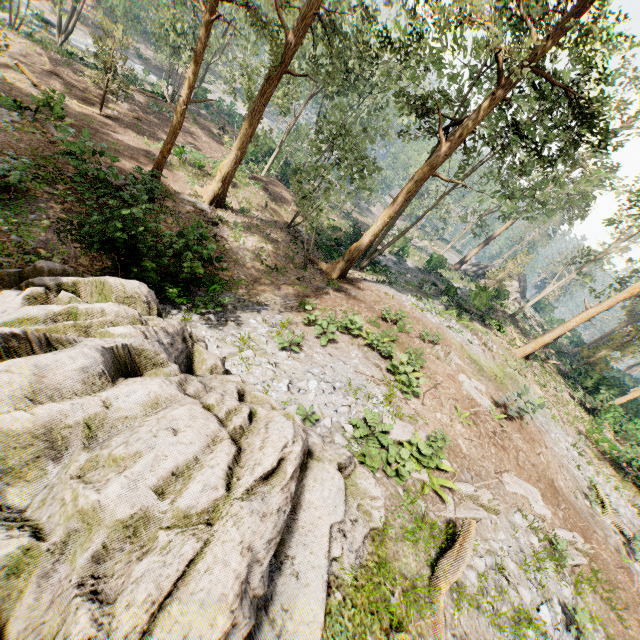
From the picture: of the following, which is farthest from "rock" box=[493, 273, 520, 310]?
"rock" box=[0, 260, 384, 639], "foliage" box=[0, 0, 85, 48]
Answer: "rock" box=[0, 260, 384, 639]

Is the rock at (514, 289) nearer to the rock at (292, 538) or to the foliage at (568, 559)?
the foliage at (568, 559)

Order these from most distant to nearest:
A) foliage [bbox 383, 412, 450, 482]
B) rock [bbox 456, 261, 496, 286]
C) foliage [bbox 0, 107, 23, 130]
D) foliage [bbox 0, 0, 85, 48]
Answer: rock [bbox 456, 261, 496, 286]
foliage [bbox 0, 0, 85, 48]
foliage [bbox 0, 107, 23, 130]
foliage [bbox 383, 412, 450, 482]

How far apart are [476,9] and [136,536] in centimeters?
1810cm

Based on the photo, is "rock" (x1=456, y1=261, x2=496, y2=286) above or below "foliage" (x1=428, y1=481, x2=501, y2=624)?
below

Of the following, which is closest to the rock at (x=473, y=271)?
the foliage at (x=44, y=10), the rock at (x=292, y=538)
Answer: the foliage at (x=44, y=10)
